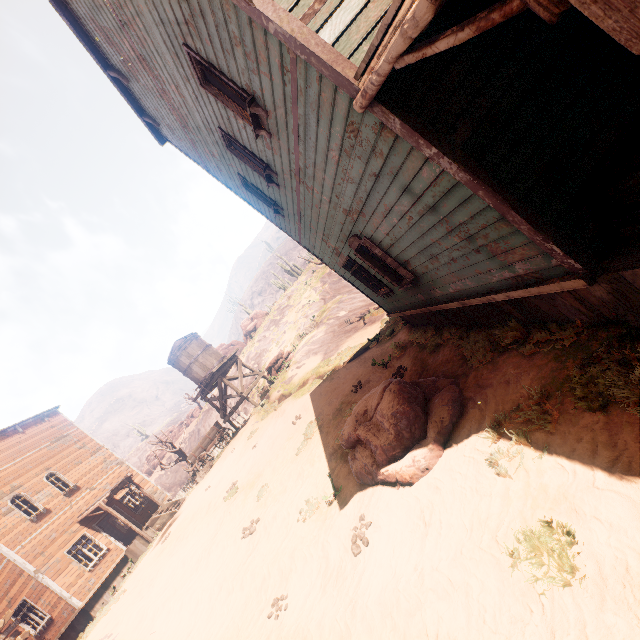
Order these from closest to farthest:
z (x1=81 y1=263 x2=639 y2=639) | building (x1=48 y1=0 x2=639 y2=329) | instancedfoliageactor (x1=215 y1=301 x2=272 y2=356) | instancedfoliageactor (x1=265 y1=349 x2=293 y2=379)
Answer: z (x1=81 y1=263 x2=639 y2=639) → building (x1=48 y1=0 x2=639 y2=329) → instancedfoliageactor (x1=265 y1=349 x2=293 y2=379) → instancedfoliageactor (x1=215 y1=301 x2=272 y2=356)

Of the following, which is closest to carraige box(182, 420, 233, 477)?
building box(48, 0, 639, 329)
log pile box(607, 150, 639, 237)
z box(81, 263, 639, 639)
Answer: building box(48, 0, 639, 329)

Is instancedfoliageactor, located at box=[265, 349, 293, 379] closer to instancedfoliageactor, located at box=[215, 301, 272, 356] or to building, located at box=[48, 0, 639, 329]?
building, located at box=[48, 0, 639, 329]

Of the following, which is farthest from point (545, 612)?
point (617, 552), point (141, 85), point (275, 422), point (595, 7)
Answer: point (275, 422)

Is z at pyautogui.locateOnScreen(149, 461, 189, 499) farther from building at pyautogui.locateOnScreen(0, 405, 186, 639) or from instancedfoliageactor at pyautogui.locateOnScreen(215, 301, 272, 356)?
instancedfoliageactor at pyautogui.locateOnScreen(215, 301, 272, 356)

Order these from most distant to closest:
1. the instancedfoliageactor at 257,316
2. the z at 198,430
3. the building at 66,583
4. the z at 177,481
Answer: the z at 177,481 < the instancedfoliageactor at 257,316 < the z at 198,430 < the building at 66,583

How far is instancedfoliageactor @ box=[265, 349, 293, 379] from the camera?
21.1 meters

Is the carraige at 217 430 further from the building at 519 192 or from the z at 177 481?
the z at 177 481
